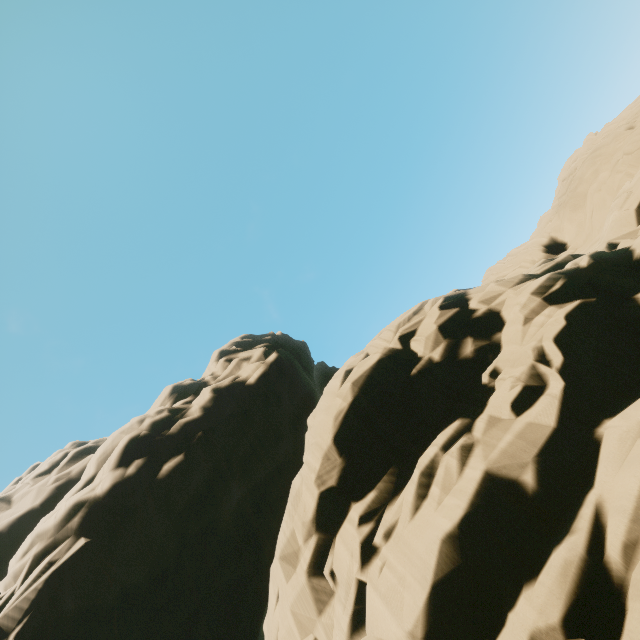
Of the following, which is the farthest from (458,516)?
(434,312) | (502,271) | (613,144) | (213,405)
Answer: (613,144)
